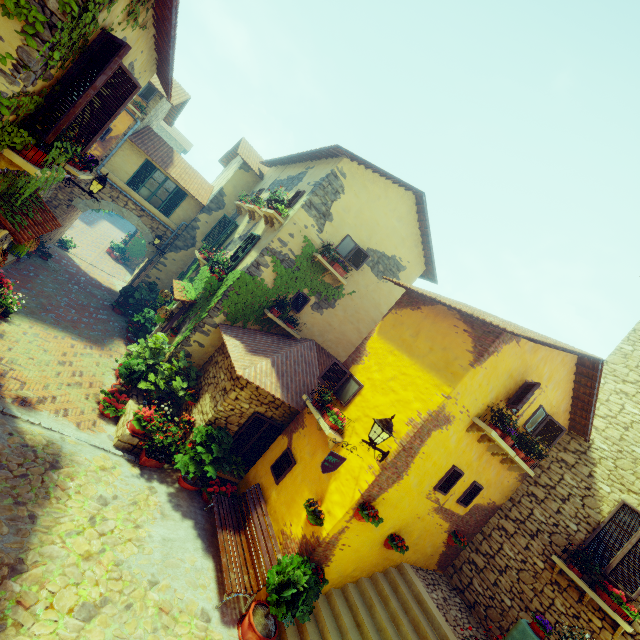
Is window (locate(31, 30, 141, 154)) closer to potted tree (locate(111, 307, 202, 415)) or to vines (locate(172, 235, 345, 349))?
vines (locate(172, 235, 345, 349))

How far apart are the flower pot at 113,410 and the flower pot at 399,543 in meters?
7.3

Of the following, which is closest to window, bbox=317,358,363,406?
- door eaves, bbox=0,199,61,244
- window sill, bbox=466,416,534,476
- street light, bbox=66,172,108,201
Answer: street light, bbox=66,172,108,201

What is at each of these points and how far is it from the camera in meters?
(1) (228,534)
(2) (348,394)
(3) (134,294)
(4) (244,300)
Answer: (1) bench, 6.8 m
(2) window, 7.9 m
(3) potted tree, 15.3 m
(4) vines, 10.1 m

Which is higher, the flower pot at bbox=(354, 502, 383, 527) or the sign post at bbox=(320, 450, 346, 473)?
the sign post at bbox=(320, 450, 346, 473)

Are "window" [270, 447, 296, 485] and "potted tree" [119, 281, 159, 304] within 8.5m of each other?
no

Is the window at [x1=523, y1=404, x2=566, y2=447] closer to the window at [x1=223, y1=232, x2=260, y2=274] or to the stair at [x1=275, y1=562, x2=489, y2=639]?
the window at [x1=223, y1=232, x2=260, y2=274]

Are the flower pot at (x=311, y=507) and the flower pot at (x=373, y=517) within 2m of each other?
yes
